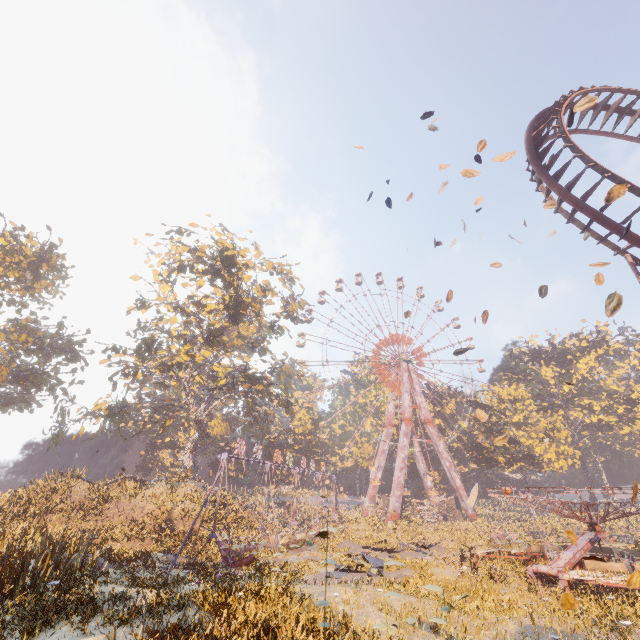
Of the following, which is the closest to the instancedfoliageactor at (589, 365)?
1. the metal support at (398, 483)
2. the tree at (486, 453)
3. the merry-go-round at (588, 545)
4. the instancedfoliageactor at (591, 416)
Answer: the instancedfoliageactor at (591, 416)

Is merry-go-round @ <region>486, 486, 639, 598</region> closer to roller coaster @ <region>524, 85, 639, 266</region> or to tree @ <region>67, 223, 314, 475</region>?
roller coaster @ <region>524, 85, 639, 266</region>

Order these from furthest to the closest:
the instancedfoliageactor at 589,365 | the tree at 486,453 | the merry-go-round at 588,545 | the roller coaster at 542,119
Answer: the instancedfoliageactor at 589,365
the tree at 486,453
the merry-go-round at 588,545
the roller coaster at 542,119

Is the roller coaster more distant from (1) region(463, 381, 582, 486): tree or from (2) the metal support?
(2) the metal support

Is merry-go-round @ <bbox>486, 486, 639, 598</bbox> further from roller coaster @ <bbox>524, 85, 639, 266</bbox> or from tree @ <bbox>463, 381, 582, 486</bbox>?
tree @ <bbox>463, 381, 582, 486</bbox>

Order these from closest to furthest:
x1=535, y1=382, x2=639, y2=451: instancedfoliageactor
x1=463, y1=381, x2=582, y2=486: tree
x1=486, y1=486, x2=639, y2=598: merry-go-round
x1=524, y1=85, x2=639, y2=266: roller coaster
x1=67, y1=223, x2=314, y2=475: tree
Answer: x1=524, y1=85, x2=639, y2=266: roller coaster → x1=486, y1=486, x2=639, y2=598: merry-go-round → x1=67, y1=223, x2=314, y2=475: tree → x1=463, y1=381, x2=582, y2=486: tree → x1=535, y1=382, x2=639, y2=451: instancedfoliageactor

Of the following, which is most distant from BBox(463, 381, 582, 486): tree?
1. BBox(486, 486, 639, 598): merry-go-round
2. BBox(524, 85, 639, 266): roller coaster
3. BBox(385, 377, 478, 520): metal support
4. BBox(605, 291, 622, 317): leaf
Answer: BBox(605, 291, 622, 317): leaf

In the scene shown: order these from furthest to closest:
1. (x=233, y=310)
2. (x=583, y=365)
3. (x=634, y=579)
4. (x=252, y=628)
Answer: (x=583, y=365) → (x=233, y=310) → (x=252, y=628) → (x=634, y=579)
